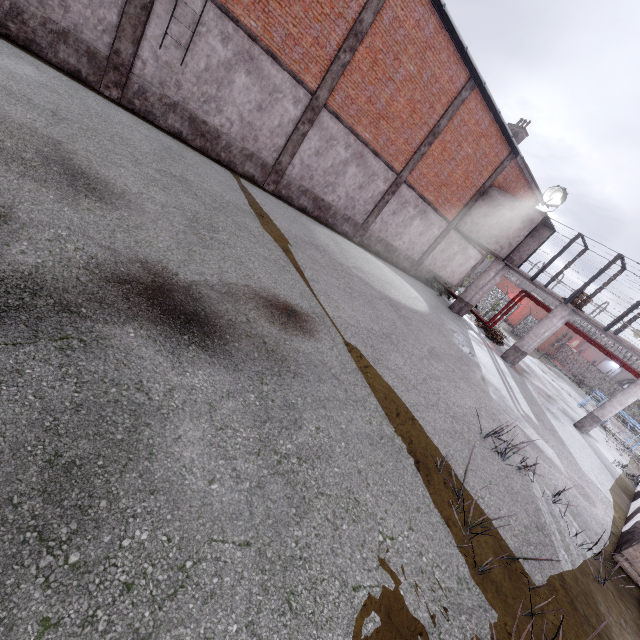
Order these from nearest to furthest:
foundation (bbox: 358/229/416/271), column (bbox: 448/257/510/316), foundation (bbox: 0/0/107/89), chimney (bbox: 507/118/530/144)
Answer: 1. foundation (bbox: 0/0/107/89)
2. foundation (bbox: 358/229/416/271)
3. column (bbox: 448/257/510/316)
4. chimney (bbox: 507/118/530/144)

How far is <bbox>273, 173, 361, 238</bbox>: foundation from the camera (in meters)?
14.28

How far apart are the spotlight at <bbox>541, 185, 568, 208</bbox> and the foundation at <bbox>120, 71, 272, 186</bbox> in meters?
14.5 m

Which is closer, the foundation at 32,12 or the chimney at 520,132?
the foundation at 32,12

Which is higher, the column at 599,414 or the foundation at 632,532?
the column at 599,414

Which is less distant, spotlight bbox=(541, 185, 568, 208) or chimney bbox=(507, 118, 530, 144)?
spotlight bbox=(541, 185, 568, 208)

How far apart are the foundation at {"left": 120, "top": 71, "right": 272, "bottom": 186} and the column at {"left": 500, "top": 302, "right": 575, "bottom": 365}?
15.10m

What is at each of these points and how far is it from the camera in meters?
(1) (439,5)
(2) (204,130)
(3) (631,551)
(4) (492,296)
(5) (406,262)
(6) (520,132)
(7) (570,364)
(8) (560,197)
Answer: (1) window, 11.8 m
(2) foundation, 11.6 m
(3) trim, 6.2 m
(4) fence, 29.0 m
(5) foundation, 21.1 m
(6) chimney, 20.5 m
(7) fence, 46.2 m
(8) spotlight, 17.1 m
